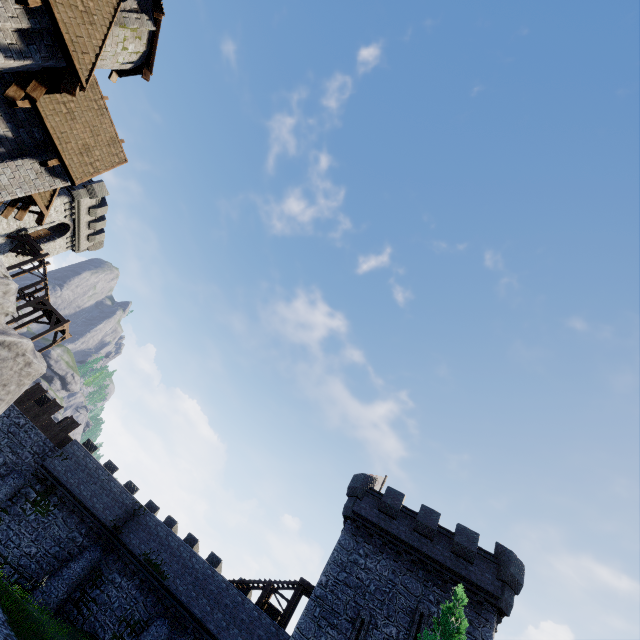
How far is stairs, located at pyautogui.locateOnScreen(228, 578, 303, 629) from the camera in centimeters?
2277cm

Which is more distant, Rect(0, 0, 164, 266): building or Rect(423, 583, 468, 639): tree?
Rect(423, 583, 468, 639): tree

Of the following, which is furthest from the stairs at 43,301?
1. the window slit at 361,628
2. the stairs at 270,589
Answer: the window slit at 361,628

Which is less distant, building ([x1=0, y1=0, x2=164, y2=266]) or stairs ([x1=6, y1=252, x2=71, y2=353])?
building ([x1=0, y1=0, x2=164, y2=266])

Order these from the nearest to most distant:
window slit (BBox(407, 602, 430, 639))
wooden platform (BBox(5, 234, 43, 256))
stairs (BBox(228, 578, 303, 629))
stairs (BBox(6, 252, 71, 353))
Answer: window slit (BBox(407, 602, 430, 639)) → stairs (BBox(228, 578, 303, 629)) → stairs (BBox(6, 252, 71, 353)) → wooden platform (BBox(5, 234, 43, 256))

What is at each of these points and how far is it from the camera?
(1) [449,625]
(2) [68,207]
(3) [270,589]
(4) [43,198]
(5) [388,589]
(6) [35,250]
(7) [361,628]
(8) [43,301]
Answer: (1) tree, 12.4 meters
(2) building, 32.7 meters
(3) stairs, 24.6 meters
(4) awning, 10.7 meters
(5) building, 19.9 meters
(6) wooden platform, 32.0 meters
(7) window slit, 18.5 meters
(8) stairs, 29.1 meters

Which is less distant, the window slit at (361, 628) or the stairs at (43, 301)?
the window slit at (361, 628)

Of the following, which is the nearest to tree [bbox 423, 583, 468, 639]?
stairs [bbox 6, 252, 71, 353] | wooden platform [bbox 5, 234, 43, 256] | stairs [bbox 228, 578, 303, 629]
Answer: stairs [bbox 228, 578, 303, 629]
